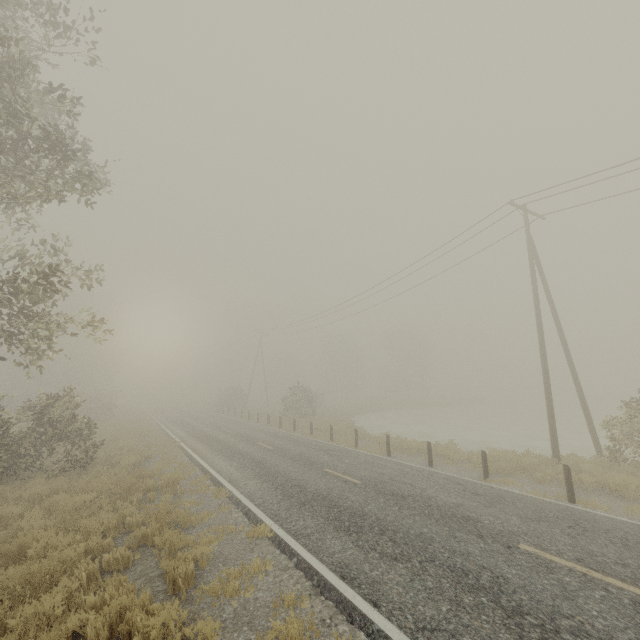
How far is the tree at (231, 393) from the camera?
43.94m

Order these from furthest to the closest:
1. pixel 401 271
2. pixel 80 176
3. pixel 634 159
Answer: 1. pixel 401 271
2. pixel 634 159
3. pixel 80 176

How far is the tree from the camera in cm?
4394
